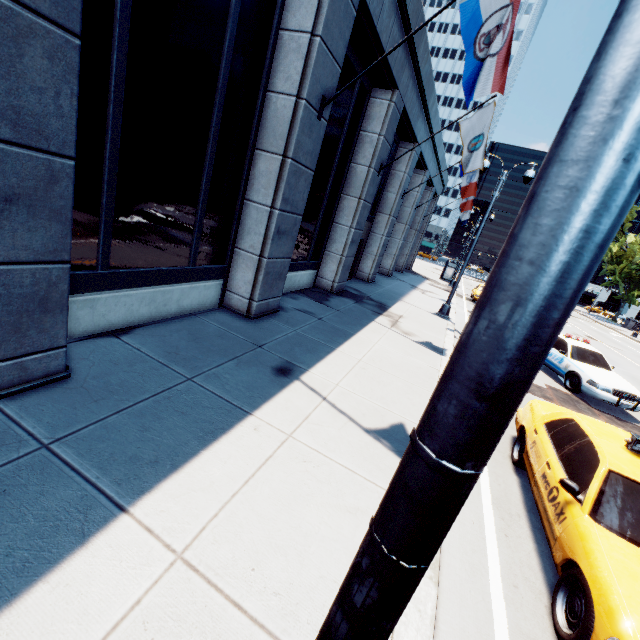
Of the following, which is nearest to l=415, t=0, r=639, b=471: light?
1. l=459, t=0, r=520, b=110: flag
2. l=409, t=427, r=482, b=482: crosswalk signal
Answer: l=409, t=427, r=482, b=482: crosswalk signal

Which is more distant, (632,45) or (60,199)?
(60,199)

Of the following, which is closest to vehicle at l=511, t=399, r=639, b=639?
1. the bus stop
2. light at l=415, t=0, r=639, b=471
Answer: light at l=415, t=0, r=639, b=471

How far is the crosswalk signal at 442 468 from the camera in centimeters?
78cm

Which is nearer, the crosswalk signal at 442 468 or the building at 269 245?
the crosswalk signal at 442 468

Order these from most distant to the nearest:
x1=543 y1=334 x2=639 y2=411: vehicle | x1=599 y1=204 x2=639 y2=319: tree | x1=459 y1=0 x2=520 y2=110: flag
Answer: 1. x1=599 y1=204 x2=639 y2=319: tree
2. x1=543 y1=334 x2=639 y2=411: vehicle
3. x1=459 y1=0 x2=520 y2=110: flag

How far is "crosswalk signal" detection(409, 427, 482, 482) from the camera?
0.8m

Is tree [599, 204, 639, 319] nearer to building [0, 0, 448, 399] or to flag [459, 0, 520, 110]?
Result: flag [459, 0, 520, 110]
